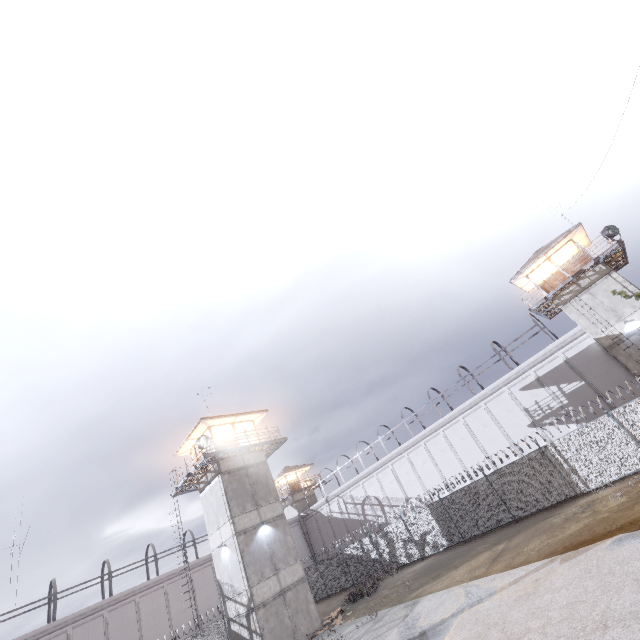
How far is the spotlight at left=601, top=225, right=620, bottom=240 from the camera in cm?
2195

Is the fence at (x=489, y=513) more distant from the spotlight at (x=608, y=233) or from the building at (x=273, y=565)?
the spotlight at (x=608, y=233)

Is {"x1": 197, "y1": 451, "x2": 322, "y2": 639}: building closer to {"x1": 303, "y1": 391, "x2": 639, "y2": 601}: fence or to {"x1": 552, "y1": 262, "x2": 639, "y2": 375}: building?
{"x1": 303, "y1": 391, "x2": 639, "y2": 601}: fence

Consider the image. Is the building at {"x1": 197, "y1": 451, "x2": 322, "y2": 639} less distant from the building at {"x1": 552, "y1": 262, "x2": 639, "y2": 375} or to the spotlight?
the building at {"x1": 552, "y1": 262, "x2": 639, "y2": 375}

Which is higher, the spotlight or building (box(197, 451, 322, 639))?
the spotlight

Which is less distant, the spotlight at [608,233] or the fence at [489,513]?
the fence at [489,513]

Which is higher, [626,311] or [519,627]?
[626,311]

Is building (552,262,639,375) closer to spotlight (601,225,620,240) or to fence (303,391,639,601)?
spotlight (601,225,620,240)
